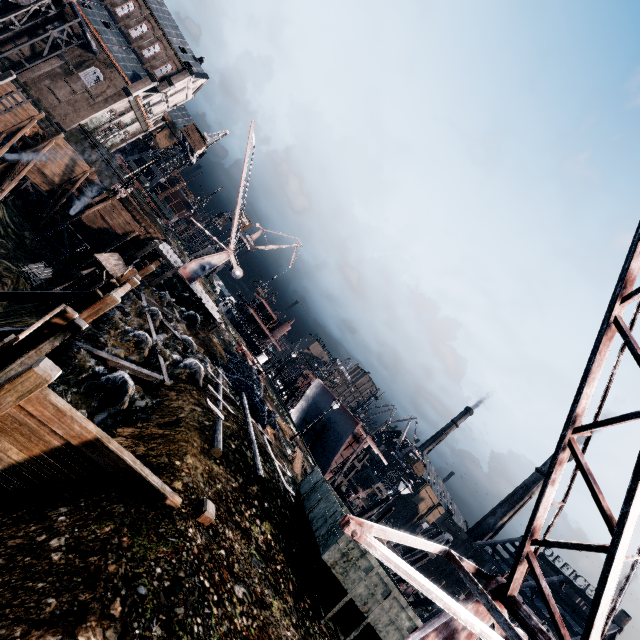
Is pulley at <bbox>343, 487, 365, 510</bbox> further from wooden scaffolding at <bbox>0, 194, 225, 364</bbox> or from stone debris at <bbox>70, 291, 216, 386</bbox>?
stone debris at <bbox>70, 291, 216, 386</bbox>

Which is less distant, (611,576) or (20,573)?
(611,576)

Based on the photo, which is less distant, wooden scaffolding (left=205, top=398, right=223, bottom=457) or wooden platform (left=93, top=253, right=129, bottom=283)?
wooden scaffolding (left=205, top=398, right=223, bottom=457)

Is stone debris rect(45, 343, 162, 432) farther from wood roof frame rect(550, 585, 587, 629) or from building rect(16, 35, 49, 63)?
wood roof frame rect(550, 585, 587, 629)

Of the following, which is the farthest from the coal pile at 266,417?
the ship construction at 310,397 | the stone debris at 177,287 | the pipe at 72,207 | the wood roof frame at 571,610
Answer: the wood roof frame at 571,610

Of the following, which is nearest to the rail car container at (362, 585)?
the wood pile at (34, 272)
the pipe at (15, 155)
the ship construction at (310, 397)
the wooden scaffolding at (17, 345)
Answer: the wooden scaffolding at (17, 345)

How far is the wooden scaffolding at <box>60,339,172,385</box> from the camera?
10.8 meters

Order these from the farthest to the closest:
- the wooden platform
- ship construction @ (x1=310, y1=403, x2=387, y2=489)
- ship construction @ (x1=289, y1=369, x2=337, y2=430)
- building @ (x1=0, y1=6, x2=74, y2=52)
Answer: ship construction @ (x1=289, y1=369, x2=337, y2=430), building @ (x1=0, y1=6, x2=74, y2=52), ship construction @ (x1=310, y1=403, x2=387, y2=489), the wooden platform
